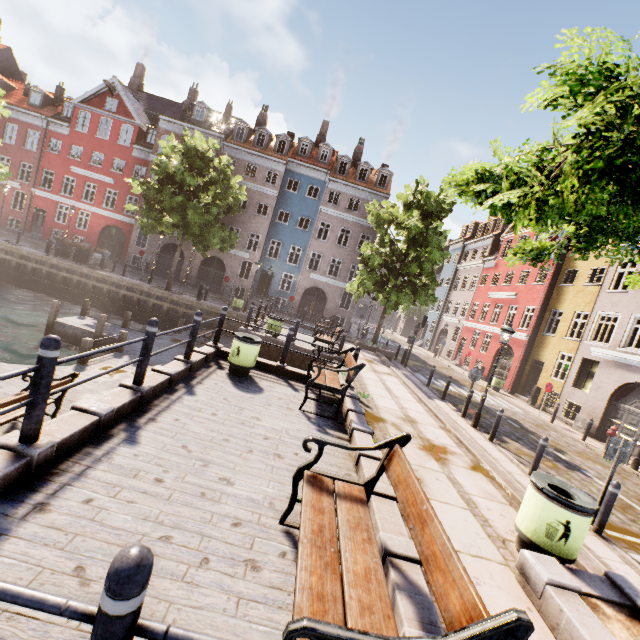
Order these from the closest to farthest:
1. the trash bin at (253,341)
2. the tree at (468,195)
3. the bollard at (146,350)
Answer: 1. the tree at (468,195)
2. the bollard at (146,350)
3. the trash bin at (253,341)

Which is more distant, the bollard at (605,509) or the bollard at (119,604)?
the bollard at (605,509)

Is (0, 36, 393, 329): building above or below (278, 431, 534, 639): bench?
above

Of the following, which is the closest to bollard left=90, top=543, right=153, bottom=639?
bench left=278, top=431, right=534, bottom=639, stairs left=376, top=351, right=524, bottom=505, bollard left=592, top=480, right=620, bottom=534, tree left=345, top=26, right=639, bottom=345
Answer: bench left=278, top=431, right=534, bottom=639

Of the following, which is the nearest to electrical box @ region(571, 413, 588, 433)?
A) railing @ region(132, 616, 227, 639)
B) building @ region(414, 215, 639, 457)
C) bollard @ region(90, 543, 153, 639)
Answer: building @ region(414, 215, 639, 457)

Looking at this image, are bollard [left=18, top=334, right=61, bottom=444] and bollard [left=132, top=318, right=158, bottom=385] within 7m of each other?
yes

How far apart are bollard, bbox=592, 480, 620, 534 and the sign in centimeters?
41cm

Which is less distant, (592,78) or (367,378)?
(592,78)
